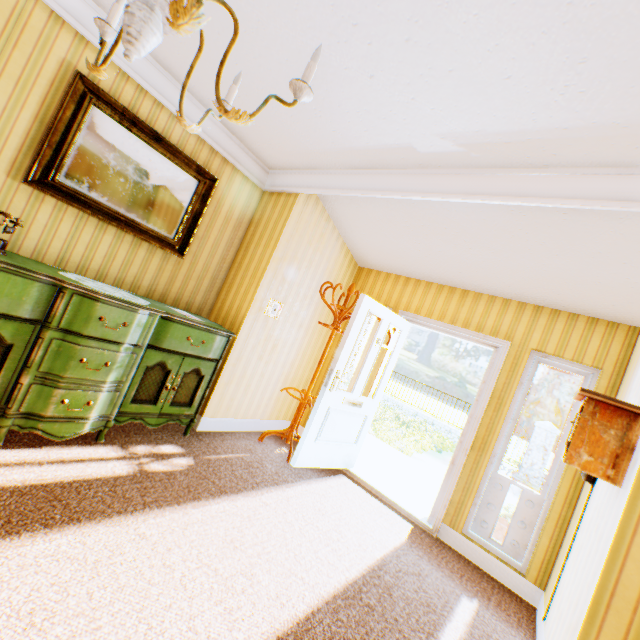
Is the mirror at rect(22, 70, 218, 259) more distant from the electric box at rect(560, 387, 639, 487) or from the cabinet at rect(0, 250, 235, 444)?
the electric box at rect(560, 387, 639, 487)

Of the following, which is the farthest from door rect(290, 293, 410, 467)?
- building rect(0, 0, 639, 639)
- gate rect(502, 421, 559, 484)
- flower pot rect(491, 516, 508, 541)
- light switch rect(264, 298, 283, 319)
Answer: gate rect(502, 421, 559, 484)

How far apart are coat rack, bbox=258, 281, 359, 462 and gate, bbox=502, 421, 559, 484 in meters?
12.7 m

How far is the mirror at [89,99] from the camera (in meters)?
2.58

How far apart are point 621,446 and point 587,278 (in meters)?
1.64

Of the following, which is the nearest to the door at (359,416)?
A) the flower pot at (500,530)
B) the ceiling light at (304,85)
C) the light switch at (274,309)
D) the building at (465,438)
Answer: the building at (465,438)

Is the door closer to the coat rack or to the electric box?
the coat rack

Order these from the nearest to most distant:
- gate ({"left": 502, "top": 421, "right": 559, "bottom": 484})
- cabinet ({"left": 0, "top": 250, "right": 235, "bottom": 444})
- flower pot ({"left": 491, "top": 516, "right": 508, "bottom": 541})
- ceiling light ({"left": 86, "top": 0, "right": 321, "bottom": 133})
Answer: ceiling light ({"left": 86, "top": 0, "right": 321, "bottom": 133}), cabinet ({"left": 0, "top": 250, "right": 235, "bottom": 444}), flower pot ({"left": 491, "top": 516, "right": 508, "bottom": 541}), gate ({"left": 502, "top": 421, "right": 559, "bottom": 484})
